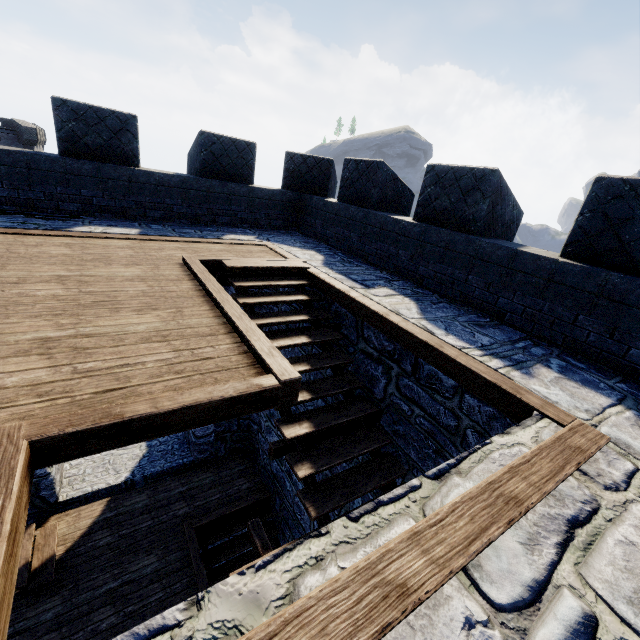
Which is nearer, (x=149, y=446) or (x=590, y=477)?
(x=590, y=477)
